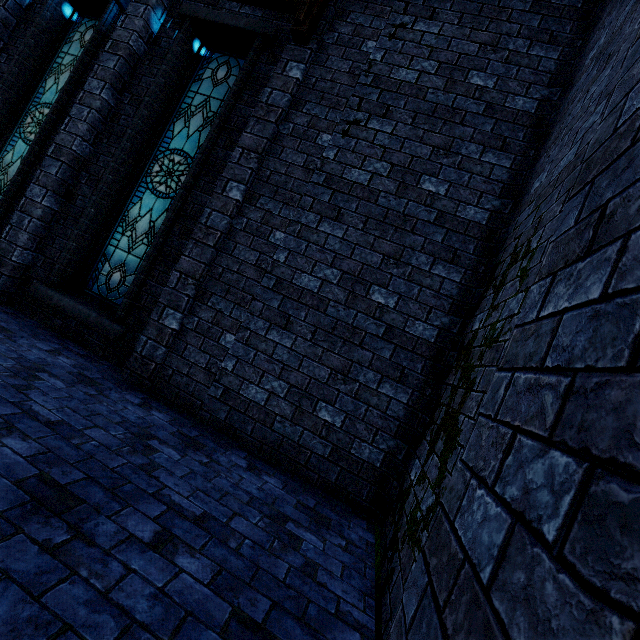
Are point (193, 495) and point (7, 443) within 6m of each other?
yes

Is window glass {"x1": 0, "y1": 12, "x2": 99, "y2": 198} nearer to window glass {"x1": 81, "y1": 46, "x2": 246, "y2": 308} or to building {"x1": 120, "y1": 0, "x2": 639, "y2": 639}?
building {"x1": 120, "y1": 0, "x2": 639, "y2": 639}

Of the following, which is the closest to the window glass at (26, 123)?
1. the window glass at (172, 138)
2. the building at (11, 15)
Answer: the building at (11, 15)

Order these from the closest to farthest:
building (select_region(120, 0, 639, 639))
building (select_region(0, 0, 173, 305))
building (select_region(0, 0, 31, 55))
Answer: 1. building (select_region(120, 0, 639, 639))
2. building (select_region(0, 0, 173, 305))
3. building (select_region(0, 0, 31, 55))

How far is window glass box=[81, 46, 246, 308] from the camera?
5.1 meters
